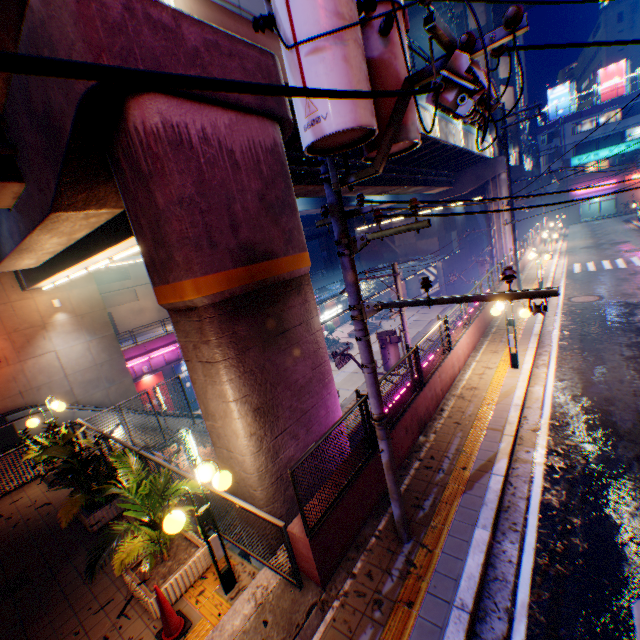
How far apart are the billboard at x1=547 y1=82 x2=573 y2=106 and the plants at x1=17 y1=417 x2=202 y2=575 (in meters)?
67.91

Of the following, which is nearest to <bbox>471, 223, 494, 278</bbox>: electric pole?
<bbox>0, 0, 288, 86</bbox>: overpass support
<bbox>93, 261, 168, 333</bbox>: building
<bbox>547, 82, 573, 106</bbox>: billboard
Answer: <bbox>0, 0, 288, 86</bbox>: overpass support

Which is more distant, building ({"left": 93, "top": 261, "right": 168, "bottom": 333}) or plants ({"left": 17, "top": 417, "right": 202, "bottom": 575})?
building ({"left": 93, "top": 261, "right": 168, "bottom": 333})

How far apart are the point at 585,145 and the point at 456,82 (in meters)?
64.47

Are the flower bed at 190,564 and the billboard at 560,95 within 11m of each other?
no

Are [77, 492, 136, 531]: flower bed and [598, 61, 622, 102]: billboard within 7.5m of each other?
no

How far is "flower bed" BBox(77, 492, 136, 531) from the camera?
7.1m

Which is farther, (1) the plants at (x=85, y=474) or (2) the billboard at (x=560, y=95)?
(2) the billboard at (x=560, y=95)
